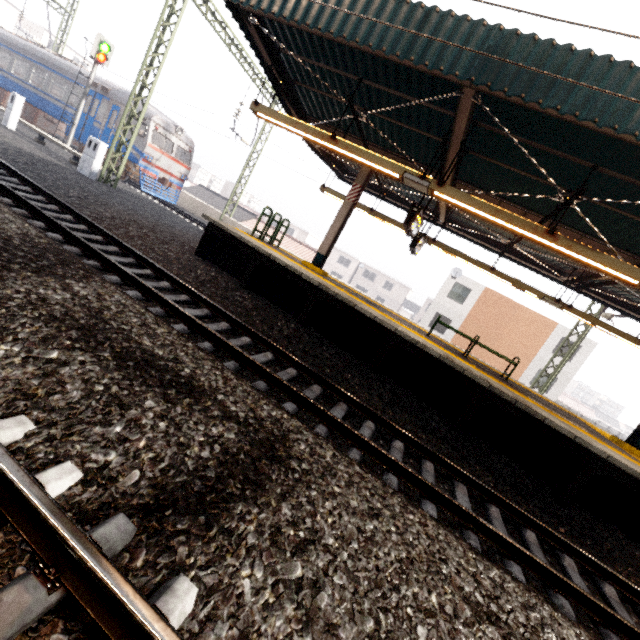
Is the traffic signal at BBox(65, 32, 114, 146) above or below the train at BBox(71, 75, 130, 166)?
above

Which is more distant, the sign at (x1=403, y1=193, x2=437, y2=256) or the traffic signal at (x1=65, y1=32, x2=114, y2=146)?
the traffic signal at (x1=65, y1=32, x2=114, y2=146)

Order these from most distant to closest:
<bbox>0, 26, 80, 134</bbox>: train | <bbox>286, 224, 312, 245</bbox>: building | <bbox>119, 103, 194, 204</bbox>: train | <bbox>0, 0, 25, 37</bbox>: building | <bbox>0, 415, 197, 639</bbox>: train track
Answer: <bbox>286, 224, 312, 245</bbox>: building, <bbox>0, 0, 25, 37</bbox>: building, <bbox>0, 26, 80, 134</bbox>: train, <bbox>119, 103, 194, 204</bbox>: train, <bbox>0, 415, 197, 639</bbox>: train track

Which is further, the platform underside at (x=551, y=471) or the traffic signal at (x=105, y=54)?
the traffic signal at (x=105, y=54)

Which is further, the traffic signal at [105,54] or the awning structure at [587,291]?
the traffic signal at [105,54]

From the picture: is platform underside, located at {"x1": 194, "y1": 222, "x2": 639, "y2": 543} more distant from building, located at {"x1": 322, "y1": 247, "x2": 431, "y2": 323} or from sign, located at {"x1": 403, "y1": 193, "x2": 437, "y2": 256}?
building, located at {"x1": 322, "y1": 247, "x2": 431, "y2": 323}

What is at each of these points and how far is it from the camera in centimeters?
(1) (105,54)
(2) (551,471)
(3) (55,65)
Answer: (1) traffic signal, 1642cm
(2) platform underside, 608cm
(3) train, 1852cm

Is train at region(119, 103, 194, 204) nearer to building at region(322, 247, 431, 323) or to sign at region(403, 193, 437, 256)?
sign at region(403, 193, 437, 256)
